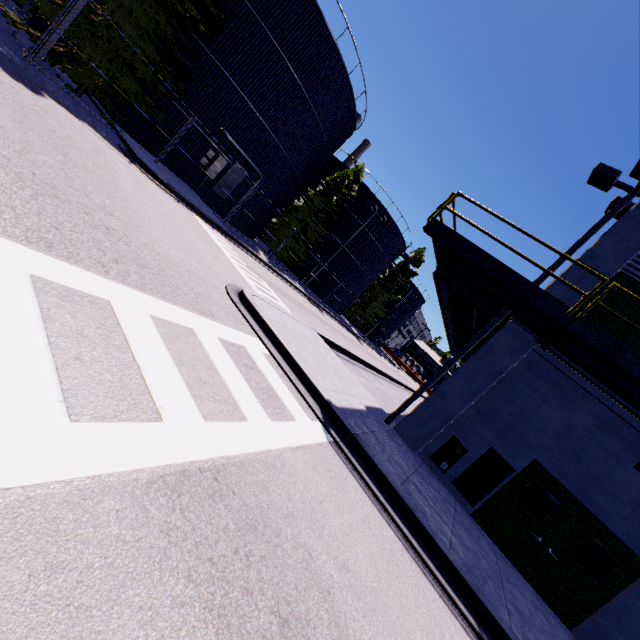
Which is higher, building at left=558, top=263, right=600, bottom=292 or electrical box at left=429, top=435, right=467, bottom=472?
building at left=558, top=263, right=600, bottom=292

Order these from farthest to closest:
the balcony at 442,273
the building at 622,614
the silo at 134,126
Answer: the silo at 134,126, the building at 622,614, the balcony at 442,273

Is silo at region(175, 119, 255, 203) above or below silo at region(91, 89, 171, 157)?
above

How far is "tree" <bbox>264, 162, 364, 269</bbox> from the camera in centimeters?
2803cm

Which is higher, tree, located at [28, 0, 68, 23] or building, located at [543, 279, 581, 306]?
building, located at [543, 279, 581, 306]

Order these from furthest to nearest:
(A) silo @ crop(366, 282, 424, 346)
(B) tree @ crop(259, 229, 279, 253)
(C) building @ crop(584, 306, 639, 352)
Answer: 1. (A) silo @ crop(366, 282, 424, 346)
2. (B) tree @ crop(259, 229, 279, 253)
3. (C) building @ crop(584, 306, 639, 352)

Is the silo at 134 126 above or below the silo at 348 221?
below

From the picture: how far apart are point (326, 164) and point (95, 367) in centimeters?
3688cm
